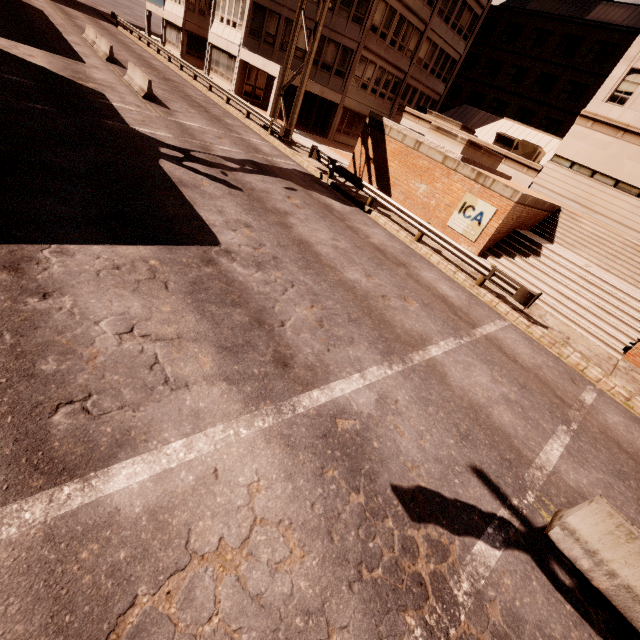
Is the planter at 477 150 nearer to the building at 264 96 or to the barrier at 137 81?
the building at 264 96

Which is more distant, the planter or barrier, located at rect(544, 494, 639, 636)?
the planter

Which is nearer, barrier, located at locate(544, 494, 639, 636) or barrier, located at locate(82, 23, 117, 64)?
barrier, located at locate(544, 494, 639, 636)

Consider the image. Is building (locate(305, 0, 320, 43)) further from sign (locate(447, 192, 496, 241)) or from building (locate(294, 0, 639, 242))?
sign (locate(447, 192, 496, 241))

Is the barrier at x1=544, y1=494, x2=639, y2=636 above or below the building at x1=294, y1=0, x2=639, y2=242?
below

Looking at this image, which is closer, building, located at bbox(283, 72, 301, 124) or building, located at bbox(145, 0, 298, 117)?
building, located at bbox(283, 72, 301, 124)

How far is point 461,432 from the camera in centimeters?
629cm

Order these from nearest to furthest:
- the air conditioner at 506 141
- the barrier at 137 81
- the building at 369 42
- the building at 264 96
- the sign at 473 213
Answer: the sign at 473 213 → the barrier at 137 81 → the building at 369 42 → the air conditioner at 506 141 → the building at 264 96
